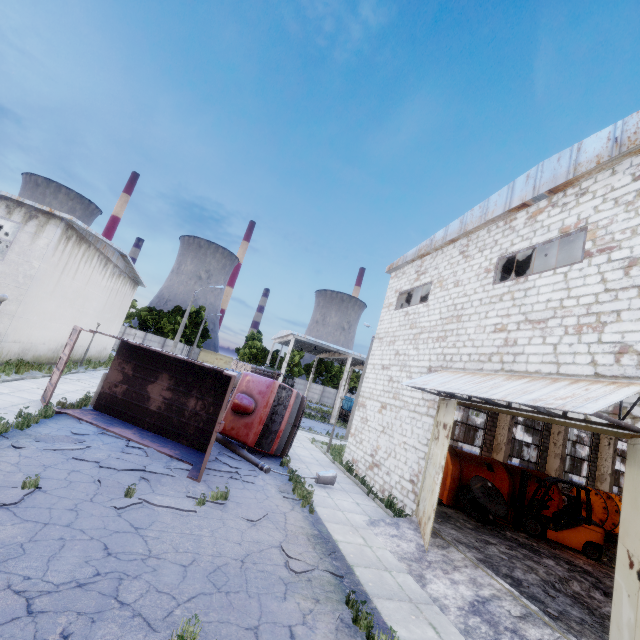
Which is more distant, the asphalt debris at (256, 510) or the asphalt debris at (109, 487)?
the asphalt debris at (256, 510)

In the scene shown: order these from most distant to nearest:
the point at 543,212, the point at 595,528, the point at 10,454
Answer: the point at 595,528 → the point at 543,212 → the point at 10,454

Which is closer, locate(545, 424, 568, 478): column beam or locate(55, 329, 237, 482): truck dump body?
locate(55, 329, 237, 482): truck dump body

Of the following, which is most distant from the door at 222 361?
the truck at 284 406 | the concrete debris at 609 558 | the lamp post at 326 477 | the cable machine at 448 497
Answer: the concrete debris at 609 558

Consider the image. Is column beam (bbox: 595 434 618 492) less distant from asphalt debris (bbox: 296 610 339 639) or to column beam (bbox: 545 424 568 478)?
column beam (bbox: 545 424 568 478)

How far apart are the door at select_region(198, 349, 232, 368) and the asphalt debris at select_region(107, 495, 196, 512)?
51.5m

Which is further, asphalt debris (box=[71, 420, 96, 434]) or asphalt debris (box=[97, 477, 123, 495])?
asphalt debris (box=[71, 420, 96, 434])

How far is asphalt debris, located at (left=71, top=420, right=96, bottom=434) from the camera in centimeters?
1005cm
